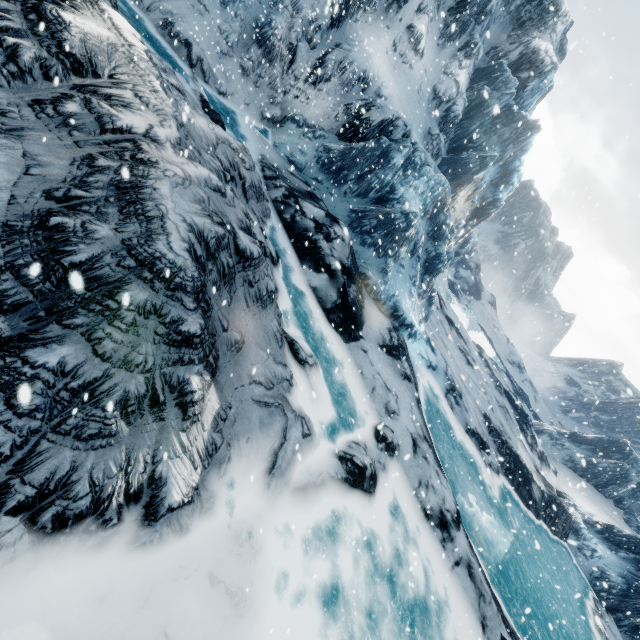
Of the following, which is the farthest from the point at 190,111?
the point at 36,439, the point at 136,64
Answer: the point at 36,439
